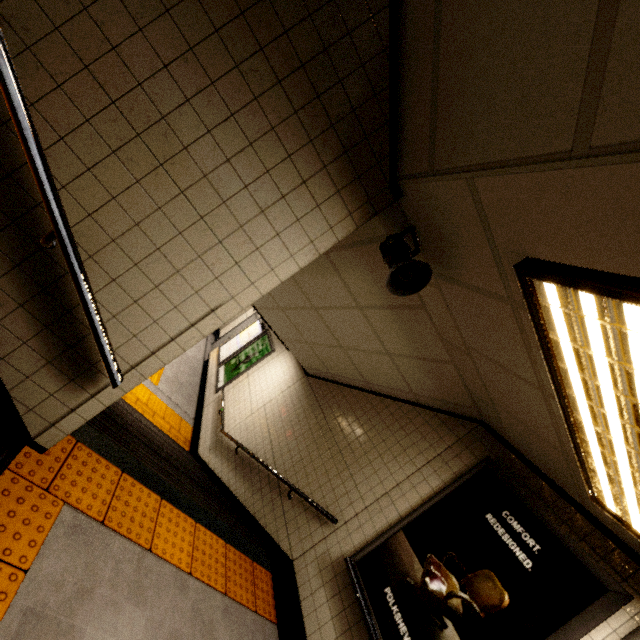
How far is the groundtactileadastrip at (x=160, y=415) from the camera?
6.2m

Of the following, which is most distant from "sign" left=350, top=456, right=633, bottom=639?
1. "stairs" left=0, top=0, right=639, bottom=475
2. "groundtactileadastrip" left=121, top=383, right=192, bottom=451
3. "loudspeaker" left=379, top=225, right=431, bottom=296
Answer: "groundtactileadastrip" left=121, top=383, right=192, bottom=451

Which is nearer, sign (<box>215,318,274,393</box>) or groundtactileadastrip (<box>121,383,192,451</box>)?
groundtactileadastrip (<box>121,383,192,451</box>)

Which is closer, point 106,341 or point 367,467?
point 106,341

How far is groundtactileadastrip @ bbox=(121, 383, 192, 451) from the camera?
6.2m

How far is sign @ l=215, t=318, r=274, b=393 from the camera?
7.93m

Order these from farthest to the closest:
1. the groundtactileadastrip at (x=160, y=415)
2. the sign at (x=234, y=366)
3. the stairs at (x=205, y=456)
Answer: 1. the sign at (x=234, y=366)
2. the groundtactileadastrip at (x=160, y=415)
3. the stairs at (x=205, y=456)

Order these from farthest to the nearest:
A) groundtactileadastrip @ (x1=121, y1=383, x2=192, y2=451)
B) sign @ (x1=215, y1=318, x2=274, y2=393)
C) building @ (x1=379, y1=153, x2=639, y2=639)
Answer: sign @ (x1=215, y1=318, x2=274, y2=393) → groundtactileadastrip @ (x1=121, y1=383, x2=192, y2=451) → building @ (x1=379, y1=153, x2=639, y2=639)
